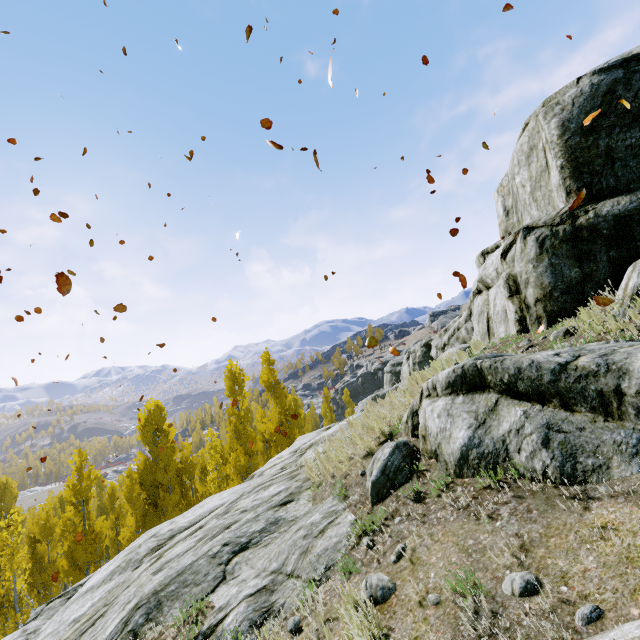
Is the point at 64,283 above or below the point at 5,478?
above

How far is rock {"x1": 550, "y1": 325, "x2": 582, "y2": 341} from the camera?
6.31m

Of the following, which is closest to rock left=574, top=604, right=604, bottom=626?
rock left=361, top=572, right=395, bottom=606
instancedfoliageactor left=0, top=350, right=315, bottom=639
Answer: instancedfoliageactor left=0, top=350, right=315, bottom=639

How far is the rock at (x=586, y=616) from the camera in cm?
208

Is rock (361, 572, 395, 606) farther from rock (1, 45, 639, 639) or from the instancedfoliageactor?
the instancedfoliageactor

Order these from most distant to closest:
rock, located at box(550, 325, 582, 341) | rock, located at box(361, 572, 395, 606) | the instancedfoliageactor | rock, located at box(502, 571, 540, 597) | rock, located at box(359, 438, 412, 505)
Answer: the instancedfoliageactor
rock, located at box(550, 325, 582, 341)
rock, located at box(359, 438, 412, 505)
rock, located at box(361, 572, 395, 606)
rock, located at box(502, 571, 540, 597)

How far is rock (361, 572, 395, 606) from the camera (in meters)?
3.16

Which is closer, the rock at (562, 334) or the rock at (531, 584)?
the rock at (531, 584)
